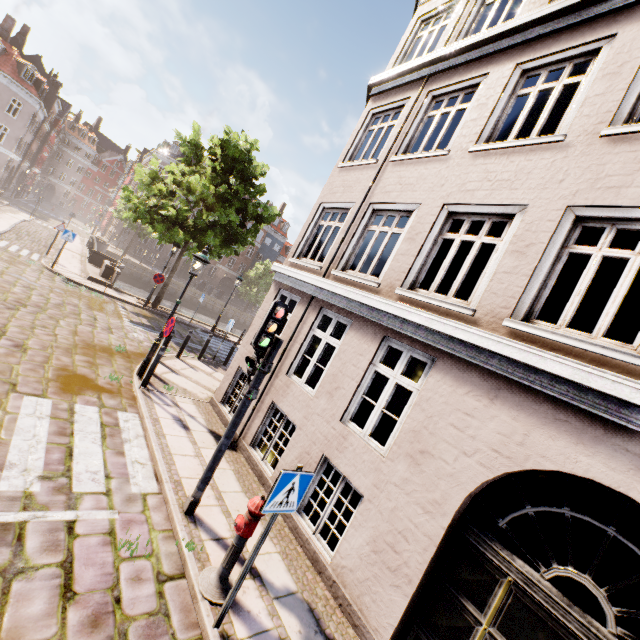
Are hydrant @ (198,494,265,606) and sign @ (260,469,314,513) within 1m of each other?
yes

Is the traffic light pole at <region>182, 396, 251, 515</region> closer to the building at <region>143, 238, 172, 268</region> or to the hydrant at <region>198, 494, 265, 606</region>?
the hydrant at <region>198, 494, 265, 606</region>

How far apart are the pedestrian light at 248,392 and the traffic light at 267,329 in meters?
0.0 m

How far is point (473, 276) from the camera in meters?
18.4

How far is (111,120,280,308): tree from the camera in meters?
15.4

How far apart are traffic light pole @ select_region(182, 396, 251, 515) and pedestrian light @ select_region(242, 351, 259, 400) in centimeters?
4cm

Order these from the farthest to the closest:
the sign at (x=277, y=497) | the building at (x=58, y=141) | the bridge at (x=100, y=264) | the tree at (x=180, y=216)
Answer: the building at (x=58, y=141), the bridge at (x=100, y=264), the tree at (x=180, y=216), the sign at (x=277, y=497)

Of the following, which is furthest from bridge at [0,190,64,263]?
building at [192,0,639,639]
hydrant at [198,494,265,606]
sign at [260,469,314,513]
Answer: sign at [260,469,314,513]
